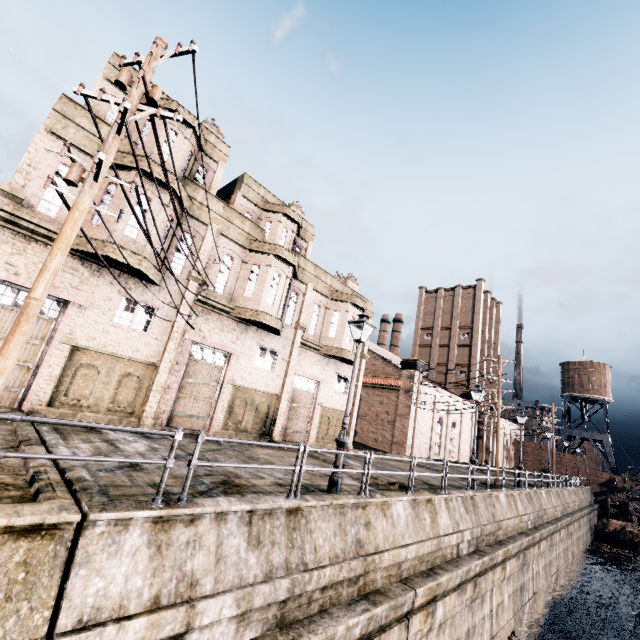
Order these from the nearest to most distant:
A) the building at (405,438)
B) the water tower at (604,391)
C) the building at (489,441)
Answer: the building at (405,438) < the building at (489,441) < the water tower at (604,391)

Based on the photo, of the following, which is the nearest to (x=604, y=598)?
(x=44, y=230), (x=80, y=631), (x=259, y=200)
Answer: (x=80, y=631)

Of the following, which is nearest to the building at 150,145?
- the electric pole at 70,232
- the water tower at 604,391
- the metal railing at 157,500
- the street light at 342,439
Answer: the electric pole at 70,232

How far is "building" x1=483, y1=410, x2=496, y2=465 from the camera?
50.87m

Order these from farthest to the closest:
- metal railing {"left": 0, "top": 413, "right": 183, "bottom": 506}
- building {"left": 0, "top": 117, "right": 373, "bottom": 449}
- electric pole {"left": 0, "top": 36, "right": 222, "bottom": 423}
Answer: building {"left": 0, "top": 117, "right": 373, "bottom": 449} → electric pole {"left": 0, "top": 36, "right": 222, "bottom": 423} → metal railing {"left": 0, "top": 413, "right": 183, "bottom": 506}

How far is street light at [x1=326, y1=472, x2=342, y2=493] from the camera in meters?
9.7 m

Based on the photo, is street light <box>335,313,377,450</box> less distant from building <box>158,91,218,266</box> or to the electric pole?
the electric pole
